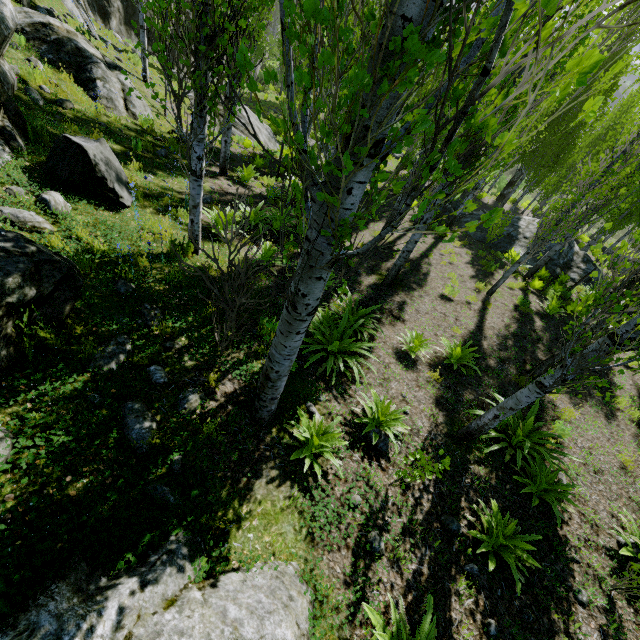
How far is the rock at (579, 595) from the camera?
4.13m

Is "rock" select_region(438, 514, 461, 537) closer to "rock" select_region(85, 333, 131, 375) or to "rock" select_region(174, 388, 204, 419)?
"rock" select_region(174, 388, 204, 419)

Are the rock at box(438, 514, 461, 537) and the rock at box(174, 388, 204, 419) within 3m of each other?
no

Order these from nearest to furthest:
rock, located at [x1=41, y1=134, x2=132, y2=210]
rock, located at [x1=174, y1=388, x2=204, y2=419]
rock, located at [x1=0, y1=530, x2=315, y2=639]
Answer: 1. rock, located at [x1=0, y1=530, x2=315, y2=639]
2. rock, located at [x1=174, y1=388, x2=204, y2=419]
3. rock, located at [x1=41, y1=134, x2=132, y2=210]

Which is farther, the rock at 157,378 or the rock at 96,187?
the rock at 96,187

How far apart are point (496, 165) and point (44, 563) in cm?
392

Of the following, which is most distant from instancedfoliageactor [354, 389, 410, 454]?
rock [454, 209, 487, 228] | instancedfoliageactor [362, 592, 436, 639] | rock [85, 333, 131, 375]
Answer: rock [85, 333, 131, 375]

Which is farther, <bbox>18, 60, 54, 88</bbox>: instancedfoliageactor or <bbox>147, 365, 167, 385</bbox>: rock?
<bbox>18, 60, 54, 88</bbox>: instancedfoliageactor
